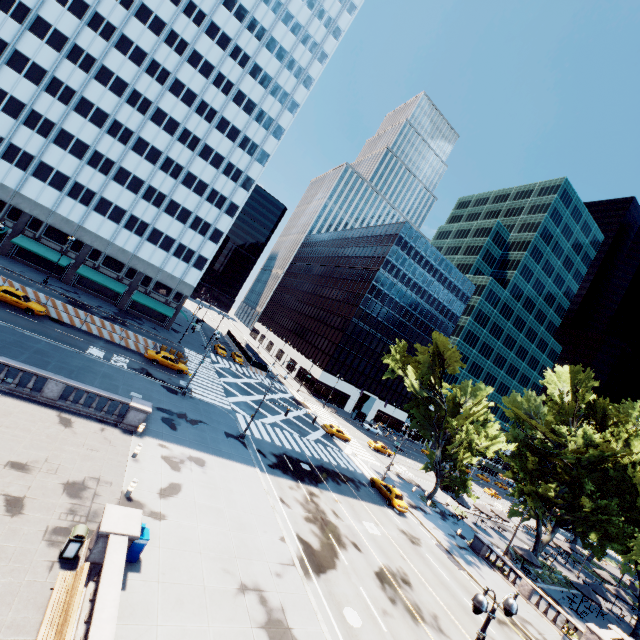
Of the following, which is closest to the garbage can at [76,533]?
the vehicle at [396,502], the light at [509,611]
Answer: the light at [509,611]

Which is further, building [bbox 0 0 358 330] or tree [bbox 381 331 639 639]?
building [bbox 0 0 358 330]

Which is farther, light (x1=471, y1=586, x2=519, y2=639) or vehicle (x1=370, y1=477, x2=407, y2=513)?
vehicle (x1=370, y1=477, x2=407, y2=513)

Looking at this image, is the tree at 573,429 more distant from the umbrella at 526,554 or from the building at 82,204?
the building at 82,204

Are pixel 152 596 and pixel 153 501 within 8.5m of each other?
yes

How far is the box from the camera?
12.9m

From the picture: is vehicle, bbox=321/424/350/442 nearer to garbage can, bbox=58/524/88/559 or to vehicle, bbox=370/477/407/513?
vehicle, bbox=370/477/407/513

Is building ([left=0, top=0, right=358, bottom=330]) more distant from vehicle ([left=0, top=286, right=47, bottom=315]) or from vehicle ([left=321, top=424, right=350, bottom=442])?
vehicle ([left=321, top=424, right=350, bottom=442])
